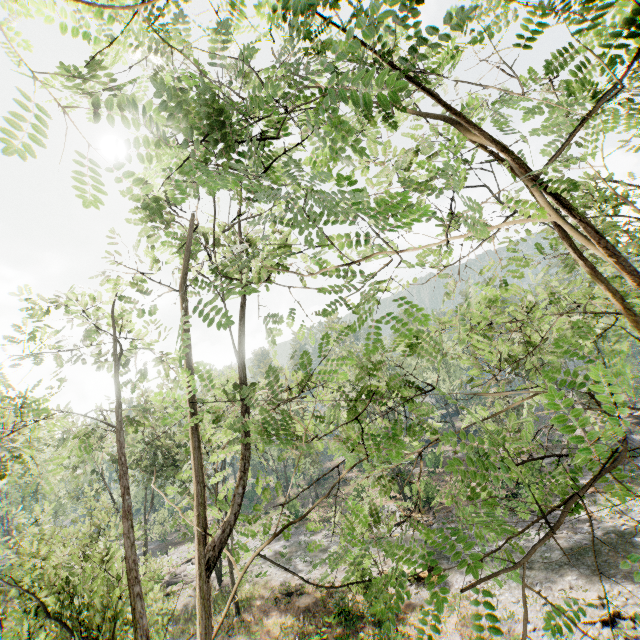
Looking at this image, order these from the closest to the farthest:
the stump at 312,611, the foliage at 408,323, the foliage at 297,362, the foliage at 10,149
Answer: the foliage at 10,149
the foliage at 408,323
the foliage at 297,362
the stump at 312,611

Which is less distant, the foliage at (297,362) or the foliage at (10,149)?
the foliage at (10,149)

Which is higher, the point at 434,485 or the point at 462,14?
the point at 462,14

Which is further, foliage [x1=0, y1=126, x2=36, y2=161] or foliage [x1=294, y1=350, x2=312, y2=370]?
foliage [x1=294, y1=350, x2=312, y2=370]

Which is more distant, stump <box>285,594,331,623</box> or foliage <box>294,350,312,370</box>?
stump <box>285,594,331,623</box>

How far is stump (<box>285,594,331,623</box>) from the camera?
20.3m

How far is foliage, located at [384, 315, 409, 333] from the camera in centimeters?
310cm
